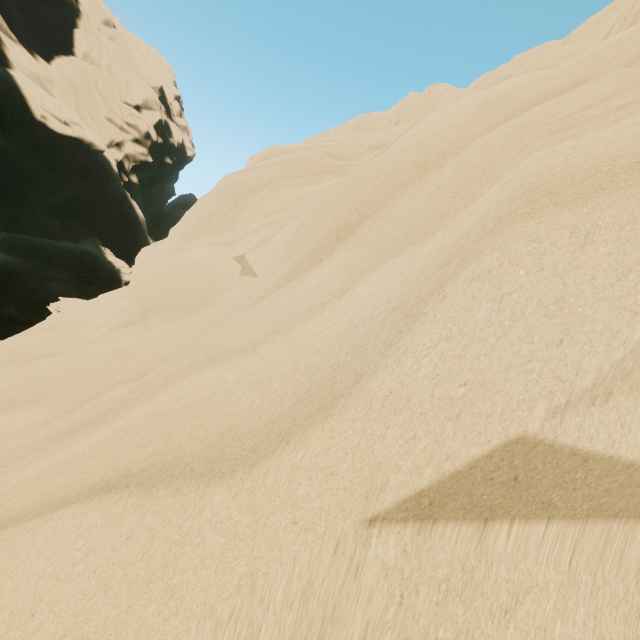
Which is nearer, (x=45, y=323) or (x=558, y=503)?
(x=558, y=503)
